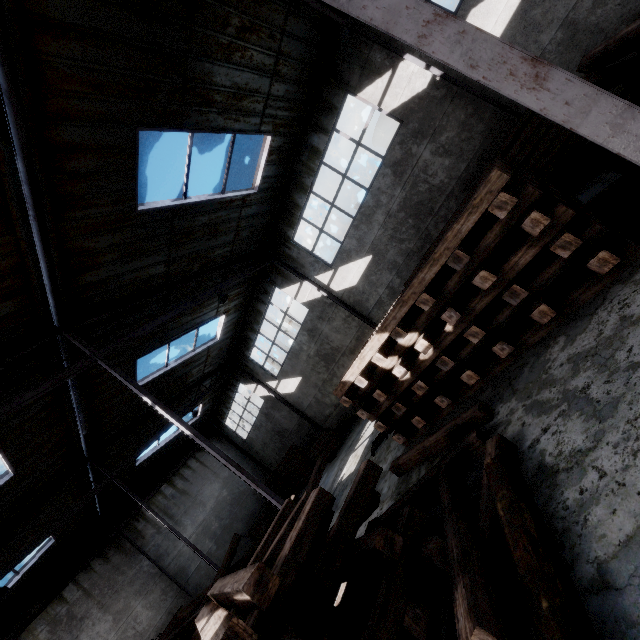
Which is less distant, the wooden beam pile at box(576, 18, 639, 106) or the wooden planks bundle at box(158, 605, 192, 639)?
the wooden beam pile at box(576, 18, 639, 106)

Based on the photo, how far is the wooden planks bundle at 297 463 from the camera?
15.8m

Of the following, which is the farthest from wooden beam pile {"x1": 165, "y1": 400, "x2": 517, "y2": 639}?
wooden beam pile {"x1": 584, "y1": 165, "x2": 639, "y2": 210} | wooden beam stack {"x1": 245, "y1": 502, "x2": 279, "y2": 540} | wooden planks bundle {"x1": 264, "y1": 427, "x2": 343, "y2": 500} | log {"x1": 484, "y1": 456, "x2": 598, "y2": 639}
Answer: wooden beam stack {"x1": 245, "y1": 502, "x2": 279, "y2": 540}

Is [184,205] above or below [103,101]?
below

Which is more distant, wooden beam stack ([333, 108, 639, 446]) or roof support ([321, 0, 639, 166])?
wooden beam stack ([333, 108, 639, 446])

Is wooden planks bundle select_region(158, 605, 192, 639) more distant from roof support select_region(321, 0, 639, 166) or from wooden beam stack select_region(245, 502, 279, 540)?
roof support select_region(321, 0, 639, 166)

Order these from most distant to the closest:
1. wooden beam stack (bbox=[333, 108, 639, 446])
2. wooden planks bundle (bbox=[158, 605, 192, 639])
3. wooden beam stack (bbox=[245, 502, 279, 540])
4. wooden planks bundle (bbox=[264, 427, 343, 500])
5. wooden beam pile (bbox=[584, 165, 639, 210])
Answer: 1. wooden beam stack (bbox=[245, 502, 279, 540])
2. wooden planks bundle (bbox=[264, 427, 343, 500])
3. wooden planks bundle (bbox=[158, 605, 192, 639])
4. wooden beam pile (bbox=[584, 165, 639, 210])
5. wooden beam stack (bbox=[333, 108, 639, 446])

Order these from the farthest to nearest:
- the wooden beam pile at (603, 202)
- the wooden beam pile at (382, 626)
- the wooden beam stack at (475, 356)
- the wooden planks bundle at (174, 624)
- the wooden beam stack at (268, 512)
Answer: the wooden beam stack at (268, 512) → the wooden planks bundle at (174, 624) → the wooden beam pile at (603, 202) → the wooden beam stack at (475, 356) → the wooden beam pile at (382, 626)
